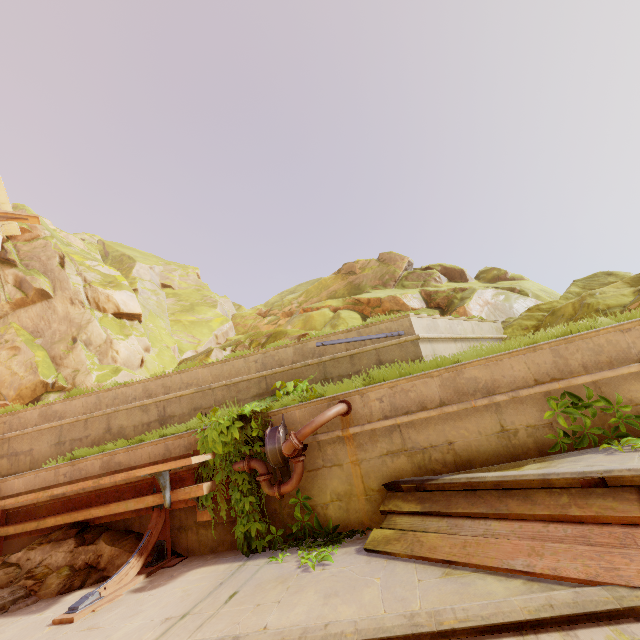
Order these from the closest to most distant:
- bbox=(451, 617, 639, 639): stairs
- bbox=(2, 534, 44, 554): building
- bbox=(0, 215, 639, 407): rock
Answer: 1. bbox=(451, 617, 639, 639): stairs
2. bbox=(2, 534, 44, 554): building
3. bbox=(0, 215, 639, 407): rock

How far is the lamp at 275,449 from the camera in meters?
4.9 m

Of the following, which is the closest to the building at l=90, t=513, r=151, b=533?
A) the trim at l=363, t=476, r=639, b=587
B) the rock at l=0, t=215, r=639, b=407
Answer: the trim at l=363, t=476, r=639, b=587

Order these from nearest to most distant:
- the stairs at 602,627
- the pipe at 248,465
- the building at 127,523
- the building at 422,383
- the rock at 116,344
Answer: the stairs at 602,627
the building at 422,383
the pipe at 248,465
the building at 127,523
the rock at 116,344

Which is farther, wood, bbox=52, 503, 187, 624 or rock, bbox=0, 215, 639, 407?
rock, bbox=0, 215, 639, 407

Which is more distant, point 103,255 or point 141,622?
point 103,255

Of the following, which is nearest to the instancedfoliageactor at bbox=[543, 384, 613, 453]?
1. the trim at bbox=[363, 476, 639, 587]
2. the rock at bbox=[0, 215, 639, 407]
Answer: the trim at bbox=[363, 476, 639, 587]

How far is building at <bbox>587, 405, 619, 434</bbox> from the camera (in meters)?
4.02
